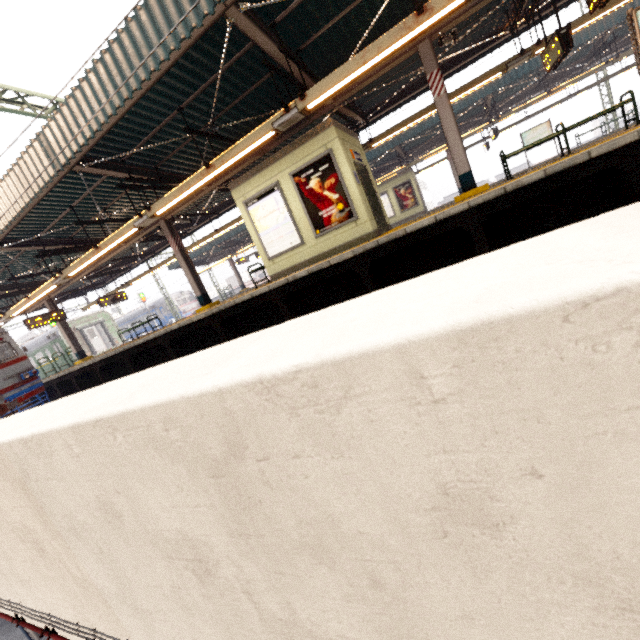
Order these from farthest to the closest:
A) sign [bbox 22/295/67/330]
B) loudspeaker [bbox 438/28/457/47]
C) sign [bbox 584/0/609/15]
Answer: sign [bbox 22/295/67/330] < loudspeaker [bbox 438/28/457/47] < sign [bbox 584/0/609/15]

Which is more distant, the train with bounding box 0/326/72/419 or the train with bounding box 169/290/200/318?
the train with bounding box 169/290/200/318

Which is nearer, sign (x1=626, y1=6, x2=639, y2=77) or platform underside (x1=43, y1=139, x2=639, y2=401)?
platform underside (x1=43, y1=139, x2=639, y2=401)

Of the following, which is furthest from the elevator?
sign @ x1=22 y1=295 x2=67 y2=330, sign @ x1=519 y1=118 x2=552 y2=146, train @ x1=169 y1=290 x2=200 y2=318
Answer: train @ x1=169 y1=290 x2=200 y2=318

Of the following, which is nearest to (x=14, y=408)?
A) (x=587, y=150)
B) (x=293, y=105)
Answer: (x=293, y=105)

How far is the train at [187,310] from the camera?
39.2 meters

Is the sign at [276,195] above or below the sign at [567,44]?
below

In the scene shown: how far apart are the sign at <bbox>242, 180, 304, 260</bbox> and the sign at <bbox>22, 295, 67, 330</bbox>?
11.6 meters
